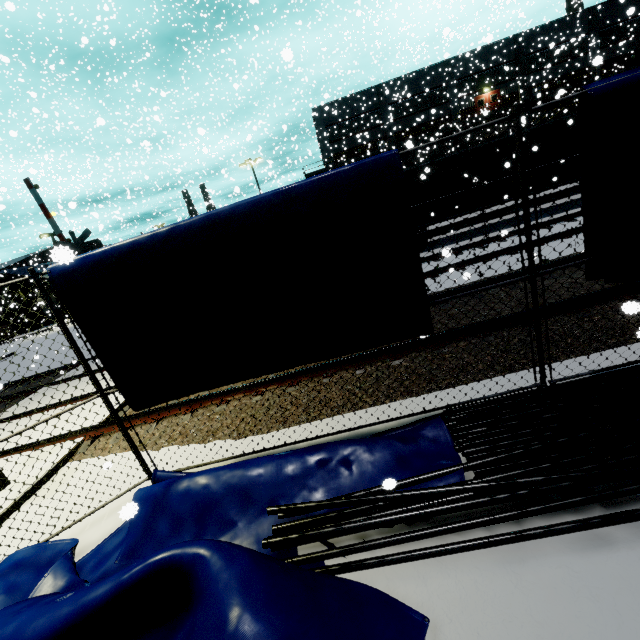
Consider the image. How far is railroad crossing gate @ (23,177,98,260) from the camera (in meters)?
1.48

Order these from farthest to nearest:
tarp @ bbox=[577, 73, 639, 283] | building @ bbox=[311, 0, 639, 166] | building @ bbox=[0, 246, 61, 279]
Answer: building @ bbox=[311, 0, 639, 166] → tarp @ bbox=[577, 73, 639, 283] → building @ bbox=[0, 246, 61, 279]

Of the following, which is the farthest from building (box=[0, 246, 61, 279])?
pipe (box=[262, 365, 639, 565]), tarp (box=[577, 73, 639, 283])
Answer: pipe (box=[262, 365, 639, 565])

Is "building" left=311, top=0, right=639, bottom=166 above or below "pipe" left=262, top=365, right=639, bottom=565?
above

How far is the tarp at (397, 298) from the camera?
3.2 meters

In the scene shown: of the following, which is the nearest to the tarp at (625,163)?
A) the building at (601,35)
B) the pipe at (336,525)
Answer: the pipe at (336,525)

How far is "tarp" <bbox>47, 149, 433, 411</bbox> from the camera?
3.2 meters

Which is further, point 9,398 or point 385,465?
point 9,398
